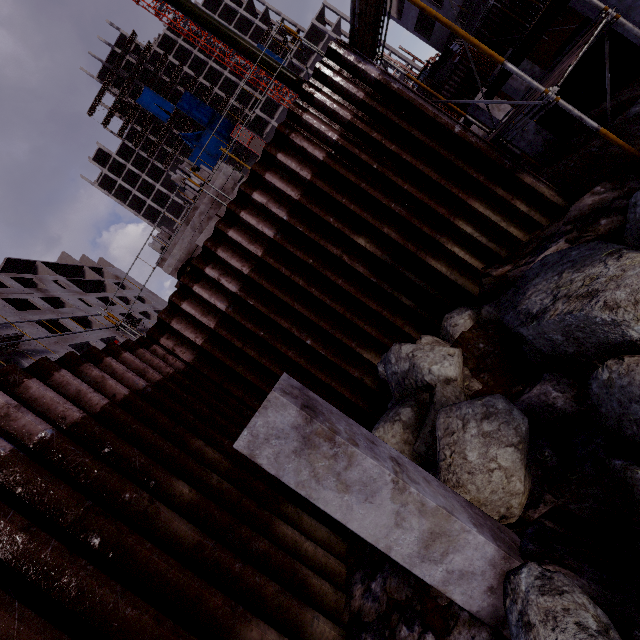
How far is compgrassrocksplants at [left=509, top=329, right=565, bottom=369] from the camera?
4.2m

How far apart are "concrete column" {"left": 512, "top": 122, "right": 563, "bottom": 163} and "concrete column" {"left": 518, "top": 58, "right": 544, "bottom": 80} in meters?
13.2 m

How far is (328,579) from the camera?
4.7 meters

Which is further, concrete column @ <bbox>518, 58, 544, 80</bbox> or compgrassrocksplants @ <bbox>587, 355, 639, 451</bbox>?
concrete column @ <bbox>518, 58, 544, 80</bbox>

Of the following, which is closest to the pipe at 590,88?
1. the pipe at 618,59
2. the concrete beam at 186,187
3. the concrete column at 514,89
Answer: the pipe at 618,59

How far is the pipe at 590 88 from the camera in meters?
10.0 m

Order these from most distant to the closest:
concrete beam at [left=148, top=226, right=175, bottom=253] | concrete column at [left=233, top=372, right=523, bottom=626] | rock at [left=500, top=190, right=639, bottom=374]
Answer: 1. concrete beam at [left=148, top=226, right=175, bottom=253]
2. rock at [left=500, top=190, right=639, bottom=374]
3. concrete column at [left=233, top=372, right=523, bottom=626]

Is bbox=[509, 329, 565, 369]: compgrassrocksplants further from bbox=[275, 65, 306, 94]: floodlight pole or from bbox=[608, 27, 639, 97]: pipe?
bbox=[608, 27, 639, 97]: pipe
